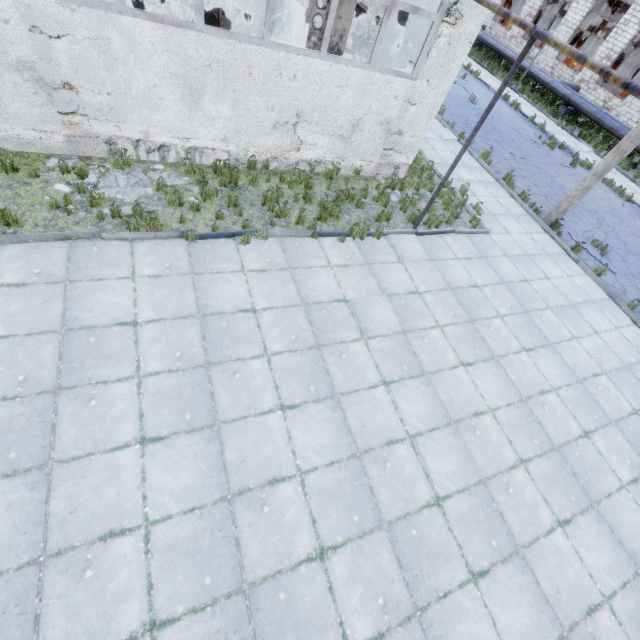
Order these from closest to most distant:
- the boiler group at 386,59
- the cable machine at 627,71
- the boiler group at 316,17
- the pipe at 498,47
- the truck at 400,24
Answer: the boiler group at 316,17 → the boiler group at 386,59 → the truck at 400,24 → the pipe at 498,47 → the cable machine at 627,71

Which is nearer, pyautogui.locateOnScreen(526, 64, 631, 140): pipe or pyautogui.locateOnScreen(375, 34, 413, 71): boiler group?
pyautogui.locateOnScreen(375, 34, 413, 71): boiler group

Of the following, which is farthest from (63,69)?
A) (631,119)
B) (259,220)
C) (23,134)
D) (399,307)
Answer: (631,119)

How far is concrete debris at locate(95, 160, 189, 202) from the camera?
6.89m

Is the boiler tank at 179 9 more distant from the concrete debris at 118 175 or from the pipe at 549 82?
the pipe at 549 82

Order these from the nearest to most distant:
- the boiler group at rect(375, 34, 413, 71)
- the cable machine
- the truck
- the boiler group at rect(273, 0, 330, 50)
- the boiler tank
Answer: the boiler group at rect(273, 0, 330, 50) < the boiler group at rect(375, 34, 413, 71) < the boiler tank < the truck < the cable machine

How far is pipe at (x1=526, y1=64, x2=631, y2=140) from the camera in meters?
20.4 m

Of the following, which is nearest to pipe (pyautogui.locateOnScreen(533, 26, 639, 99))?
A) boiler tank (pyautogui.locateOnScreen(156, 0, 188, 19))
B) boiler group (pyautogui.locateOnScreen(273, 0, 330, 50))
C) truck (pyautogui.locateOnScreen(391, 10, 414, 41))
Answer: truck (pyautogui.locateOnScreen(391, 10, 414, 41))
